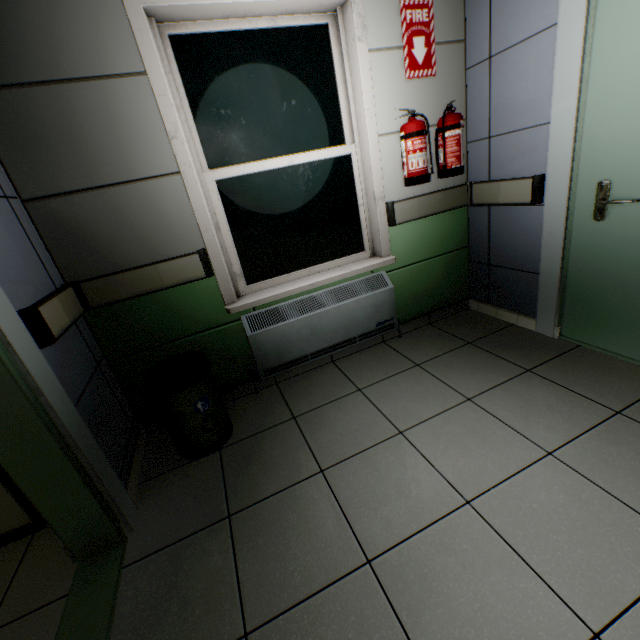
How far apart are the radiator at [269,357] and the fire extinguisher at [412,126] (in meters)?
0.69

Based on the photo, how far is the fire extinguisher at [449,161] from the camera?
2.2m

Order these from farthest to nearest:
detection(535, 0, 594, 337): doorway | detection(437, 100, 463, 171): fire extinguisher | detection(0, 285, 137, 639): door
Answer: detection(437, 100, 463, 171): fire extinguisher → detection(535, 0, 594, 337): doorway → detection(0, 285, 137, 639): door

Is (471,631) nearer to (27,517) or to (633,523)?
(633,523)

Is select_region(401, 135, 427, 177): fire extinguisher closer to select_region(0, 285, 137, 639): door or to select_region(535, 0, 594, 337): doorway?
select_region(535, 0, 594, 337): doorway

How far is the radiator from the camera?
2.31m

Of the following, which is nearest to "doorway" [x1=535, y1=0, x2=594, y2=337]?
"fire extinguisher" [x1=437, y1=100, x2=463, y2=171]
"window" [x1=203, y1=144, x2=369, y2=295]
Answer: "fire extinguisher" [x1=437, y1=100, x2=463, y2=171]

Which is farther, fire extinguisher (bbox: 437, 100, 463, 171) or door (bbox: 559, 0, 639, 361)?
fire extinguisher (bbox: 437, 100, 463, 171)
